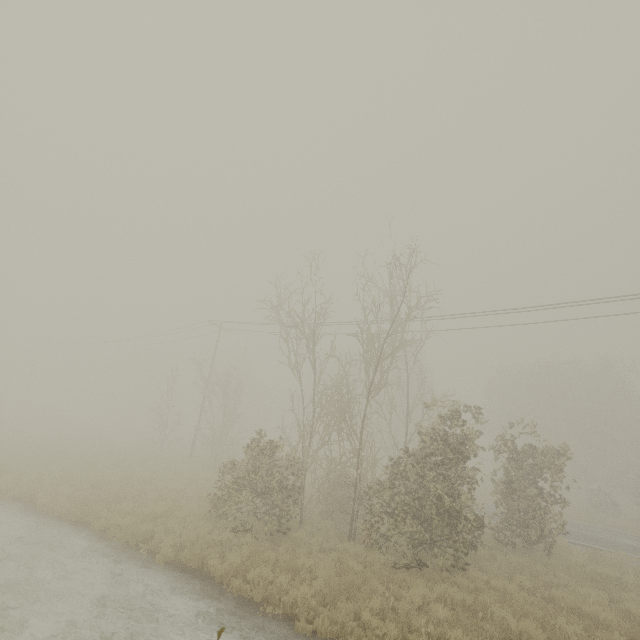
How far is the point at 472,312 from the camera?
16.28m
